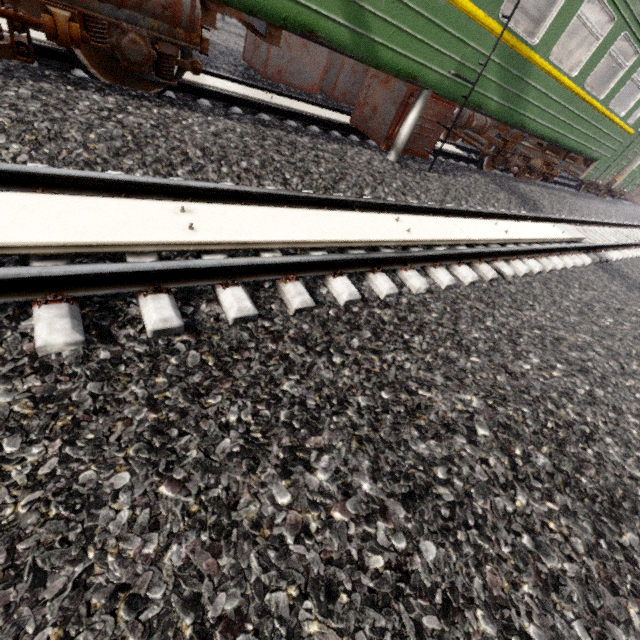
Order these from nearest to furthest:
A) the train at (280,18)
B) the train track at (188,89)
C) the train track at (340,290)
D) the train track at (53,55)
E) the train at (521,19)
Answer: the train track at (340,290) → the train at (280,18) → the train track at (53,55) → the train track at (188,89) → the train at (521,19)

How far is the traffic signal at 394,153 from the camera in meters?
5.1

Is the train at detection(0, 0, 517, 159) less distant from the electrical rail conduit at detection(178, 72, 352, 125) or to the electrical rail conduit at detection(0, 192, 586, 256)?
the electrical rail conduit at detection(178, 72, 352, 125)

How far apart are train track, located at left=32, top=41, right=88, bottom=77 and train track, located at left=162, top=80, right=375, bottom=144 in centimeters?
75cm

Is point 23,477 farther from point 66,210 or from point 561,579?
point 561,579

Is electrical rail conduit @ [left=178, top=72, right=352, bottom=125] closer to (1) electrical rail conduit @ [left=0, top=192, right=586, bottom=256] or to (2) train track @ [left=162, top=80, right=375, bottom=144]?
(2) train track @ [left=162, top=80, right=375, bottom=144]

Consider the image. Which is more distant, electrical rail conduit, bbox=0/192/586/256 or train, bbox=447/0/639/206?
train, bbox=447/0/639/206

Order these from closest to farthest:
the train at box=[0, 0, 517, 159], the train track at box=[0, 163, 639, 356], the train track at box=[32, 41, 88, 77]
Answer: the train track at box=[0, 163, 639, 356] < the train at box=[0, 0, 517, 159] < the train track at box=[32, 41, 88, 77]
